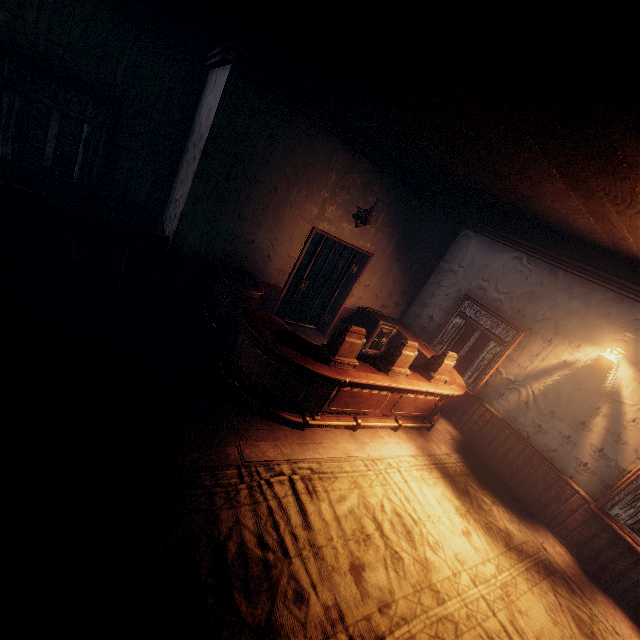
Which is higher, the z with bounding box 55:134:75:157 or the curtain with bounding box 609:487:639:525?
the curtain with bounding box 609:487:639:525

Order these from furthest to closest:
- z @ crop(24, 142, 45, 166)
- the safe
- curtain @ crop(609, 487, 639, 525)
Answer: z @ crop(24, 142, 45, 166) < the safe < curtain @ crop(609, 487, 639, 525)

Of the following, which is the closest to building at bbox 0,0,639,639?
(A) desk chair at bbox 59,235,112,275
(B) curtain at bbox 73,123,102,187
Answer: (B) curtain at bbox 73,123,102,187

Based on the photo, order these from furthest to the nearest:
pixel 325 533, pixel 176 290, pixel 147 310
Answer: pixel 176 290 → pixel 147 310 → pixel 325 533

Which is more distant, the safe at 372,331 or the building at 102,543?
the safe at 372,331

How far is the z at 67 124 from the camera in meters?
11.1

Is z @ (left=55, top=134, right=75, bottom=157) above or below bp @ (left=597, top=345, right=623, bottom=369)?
below

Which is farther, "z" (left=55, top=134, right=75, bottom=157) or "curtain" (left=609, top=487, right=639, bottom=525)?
"z" (left=55, top=134, right=75, bottom=157)
